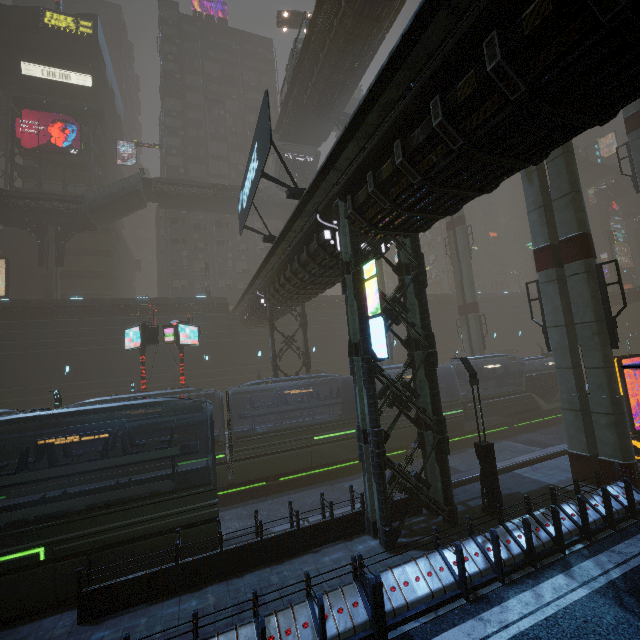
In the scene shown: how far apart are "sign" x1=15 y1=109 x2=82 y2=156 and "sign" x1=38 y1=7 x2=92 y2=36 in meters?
13.5 m

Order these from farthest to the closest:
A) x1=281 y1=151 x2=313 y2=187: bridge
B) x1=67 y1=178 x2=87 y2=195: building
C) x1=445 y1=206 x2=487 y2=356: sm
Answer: x1=67 y1=178 x2=87 y2=195: building
x1=281 y1=151 x2=313 y2=187: bridge
x1=445 y1=206 x2=487 y2=356: sm

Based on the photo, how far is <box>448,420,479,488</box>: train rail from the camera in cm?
1599

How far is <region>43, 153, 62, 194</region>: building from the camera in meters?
41.4

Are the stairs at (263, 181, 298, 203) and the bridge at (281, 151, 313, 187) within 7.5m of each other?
yes

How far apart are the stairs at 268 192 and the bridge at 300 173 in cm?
1

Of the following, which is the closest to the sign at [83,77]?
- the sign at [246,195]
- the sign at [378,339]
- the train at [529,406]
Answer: the sign at [246,195]

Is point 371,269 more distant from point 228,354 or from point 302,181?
point 302,181
